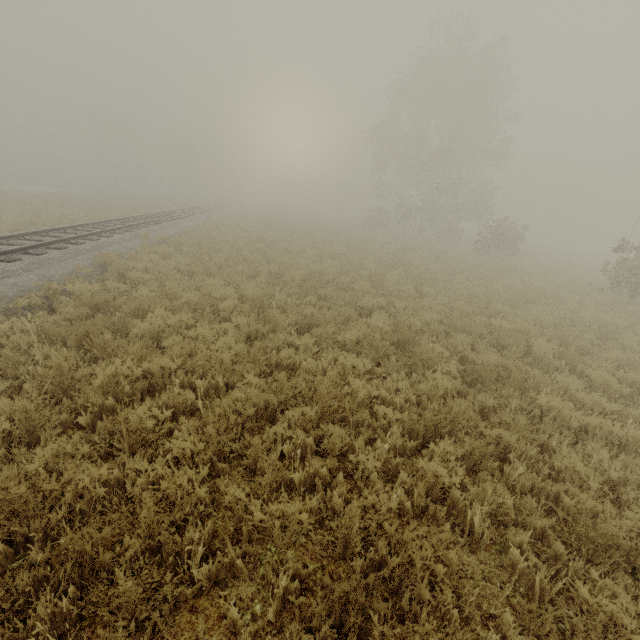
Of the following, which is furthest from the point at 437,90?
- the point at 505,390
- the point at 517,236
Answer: the point at 505,390
